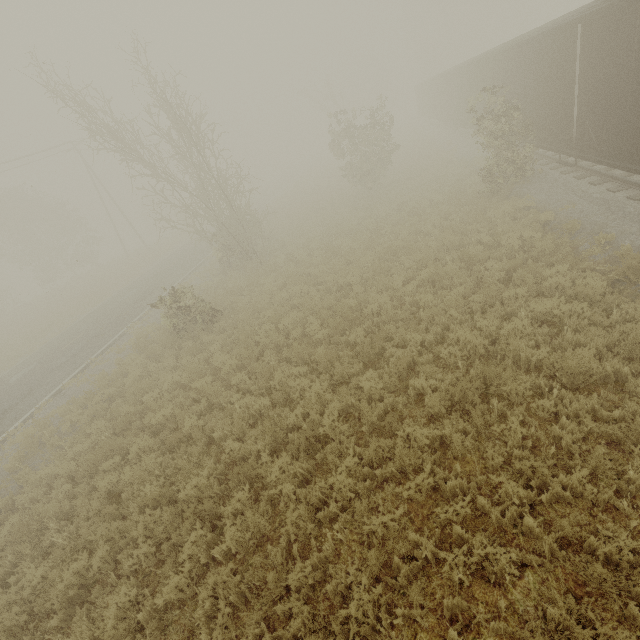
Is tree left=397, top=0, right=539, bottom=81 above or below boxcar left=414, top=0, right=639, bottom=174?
above

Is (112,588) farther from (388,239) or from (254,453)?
(388,239)

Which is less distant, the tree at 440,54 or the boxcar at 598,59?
the boxcar at 598,59

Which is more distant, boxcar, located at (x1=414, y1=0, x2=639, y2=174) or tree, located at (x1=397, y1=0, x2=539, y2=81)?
tree, located at (x1=397, y1=0, x2=539, y2=81)

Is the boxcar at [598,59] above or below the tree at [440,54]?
below
